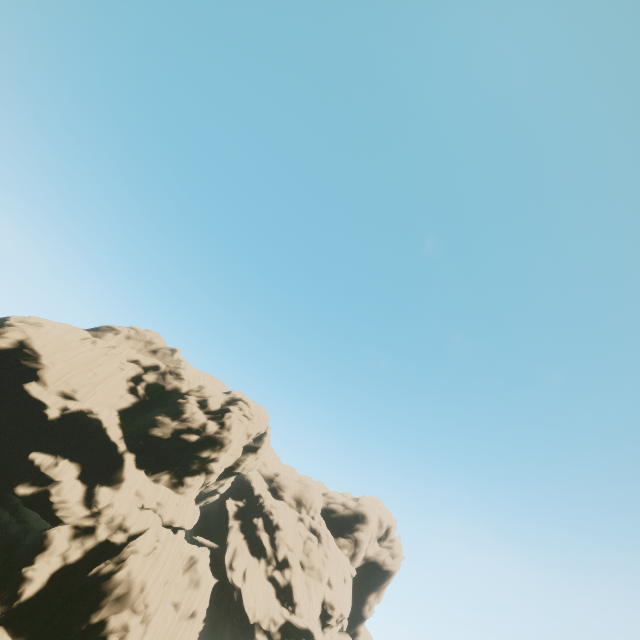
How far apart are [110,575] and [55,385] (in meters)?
22.68
